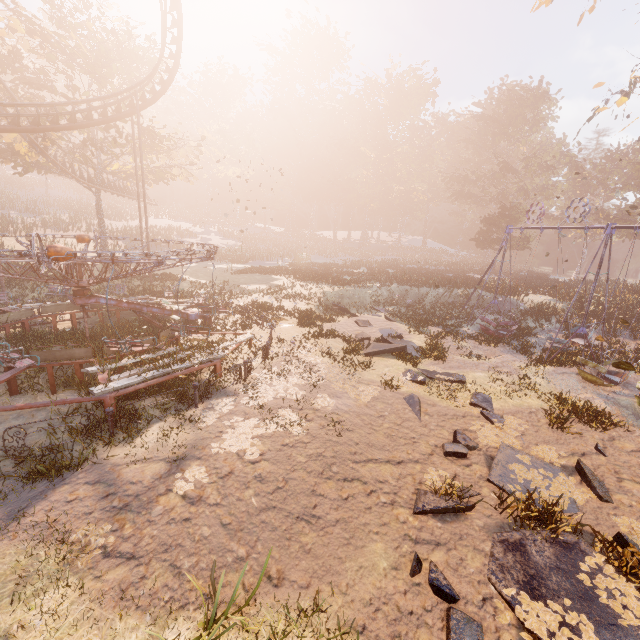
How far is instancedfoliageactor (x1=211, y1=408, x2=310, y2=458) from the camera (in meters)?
7.18

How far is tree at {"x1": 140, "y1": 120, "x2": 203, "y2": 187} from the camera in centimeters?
2694cm

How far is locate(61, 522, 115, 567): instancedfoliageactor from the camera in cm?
474

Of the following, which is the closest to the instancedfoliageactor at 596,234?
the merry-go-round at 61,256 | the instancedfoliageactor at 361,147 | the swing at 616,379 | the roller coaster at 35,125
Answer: the swing at 616,379

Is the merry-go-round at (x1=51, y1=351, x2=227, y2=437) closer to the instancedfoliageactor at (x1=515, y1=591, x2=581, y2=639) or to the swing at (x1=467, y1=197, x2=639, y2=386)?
the instancedfoliageactor at (x1=515, y1=591, x2=581, y2=639)

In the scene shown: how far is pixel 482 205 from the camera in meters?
52.3

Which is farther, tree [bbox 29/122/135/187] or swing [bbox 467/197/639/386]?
tree [bbox 29/122/135/187]

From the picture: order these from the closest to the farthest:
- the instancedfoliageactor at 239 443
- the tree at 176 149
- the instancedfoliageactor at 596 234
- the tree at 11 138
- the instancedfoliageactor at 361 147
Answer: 1. the instancedfoliageactor at 239 443
2. the tree at 11 138
3. the tree at 176 149
4. the instancedfoliageactor at 596 234
5. the instancedfoliageactor at 361 147
